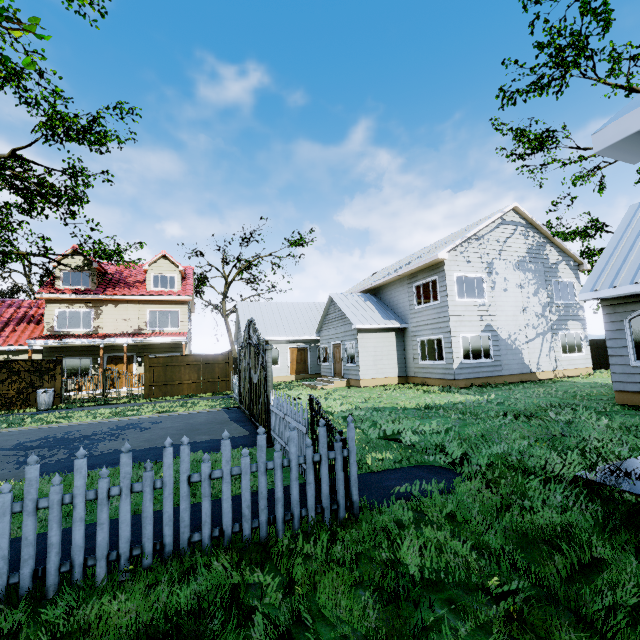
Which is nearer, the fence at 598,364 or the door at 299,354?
the fence at 598,364

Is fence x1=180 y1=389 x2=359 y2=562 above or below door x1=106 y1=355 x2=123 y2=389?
below

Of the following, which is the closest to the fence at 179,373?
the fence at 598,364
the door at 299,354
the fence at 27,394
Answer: the fence at 27,394

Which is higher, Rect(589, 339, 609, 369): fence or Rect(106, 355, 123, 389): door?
Rect(106, 355, 123, 389): door

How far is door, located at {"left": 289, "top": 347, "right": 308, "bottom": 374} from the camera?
24.70m

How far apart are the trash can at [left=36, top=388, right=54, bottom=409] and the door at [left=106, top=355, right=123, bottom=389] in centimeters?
424cm

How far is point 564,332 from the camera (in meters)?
17.98

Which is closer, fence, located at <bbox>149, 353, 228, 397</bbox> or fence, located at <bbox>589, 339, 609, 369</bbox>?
fence, located at <bbox>149, 353, 228, 397</bbox>
